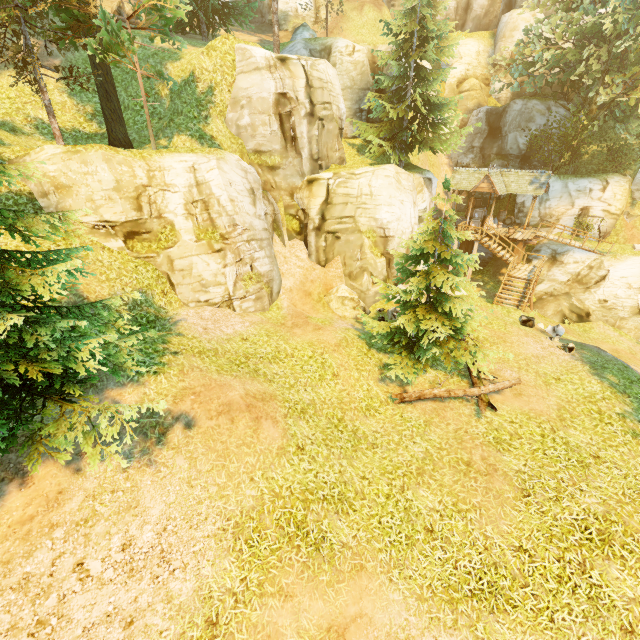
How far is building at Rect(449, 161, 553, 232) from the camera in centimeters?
2403cm

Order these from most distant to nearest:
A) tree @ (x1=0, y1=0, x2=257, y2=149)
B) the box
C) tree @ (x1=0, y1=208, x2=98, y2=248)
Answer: the box
tree @ (x1=0, y1=0, x2=257, y2=149)
tree @ (x1=0, y1=208, x2=98, y2=248)

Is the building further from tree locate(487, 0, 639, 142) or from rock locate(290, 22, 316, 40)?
rock locate(290, 22, 316, 40)

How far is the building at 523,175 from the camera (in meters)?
24.03

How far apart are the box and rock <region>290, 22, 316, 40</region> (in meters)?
17.08

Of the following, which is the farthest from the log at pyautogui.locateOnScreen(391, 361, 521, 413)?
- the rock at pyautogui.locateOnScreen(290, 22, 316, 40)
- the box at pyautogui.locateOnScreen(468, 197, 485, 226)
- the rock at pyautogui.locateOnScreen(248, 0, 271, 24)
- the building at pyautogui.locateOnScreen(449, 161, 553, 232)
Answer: the rock at pyautogui.locateOnScreen(248, 0, 271, 24)

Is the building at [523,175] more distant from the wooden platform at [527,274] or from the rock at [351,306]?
the rock at [351,306]

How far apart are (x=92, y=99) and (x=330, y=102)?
12.66m
